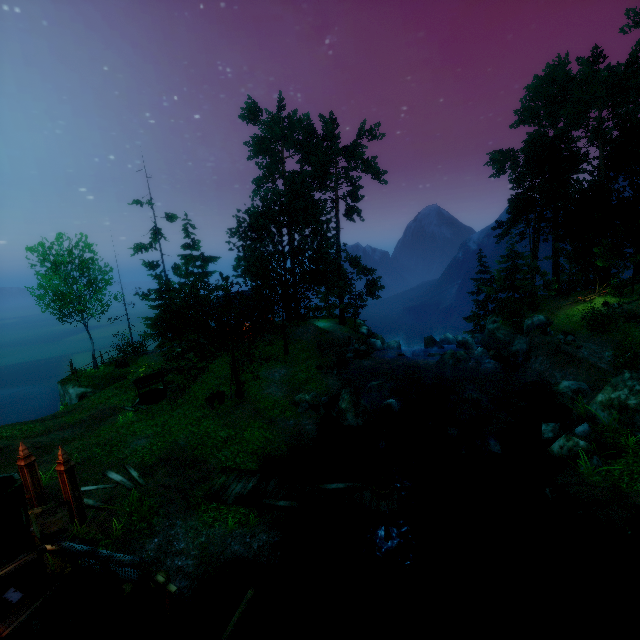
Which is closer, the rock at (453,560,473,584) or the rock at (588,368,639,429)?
the rock at (453,560,473,584)

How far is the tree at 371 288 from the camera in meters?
33.2

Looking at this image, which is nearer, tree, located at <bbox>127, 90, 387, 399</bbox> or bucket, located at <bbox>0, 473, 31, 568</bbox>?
bucket, located at <bbox>0, 473, 31, 568</bbox>

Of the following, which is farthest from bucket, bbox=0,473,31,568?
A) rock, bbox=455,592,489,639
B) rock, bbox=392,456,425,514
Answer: rock, bbox=392,456,425,514

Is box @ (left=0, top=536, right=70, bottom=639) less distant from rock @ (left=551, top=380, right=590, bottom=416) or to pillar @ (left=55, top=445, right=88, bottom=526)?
pillar @ (left=55, top=445, right=88, bottom=526)

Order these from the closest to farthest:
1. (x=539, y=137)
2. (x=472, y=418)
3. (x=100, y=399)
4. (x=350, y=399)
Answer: (x=350, y=399), (x=472, y=418), (x=100, y=399), (x=539, y=137)

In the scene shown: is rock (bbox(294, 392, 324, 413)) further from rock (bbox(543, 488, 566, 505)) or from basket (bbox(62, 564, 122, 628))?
basket (bbox(62, 564, 122, 628))

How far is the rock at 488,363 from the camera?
24.33m
